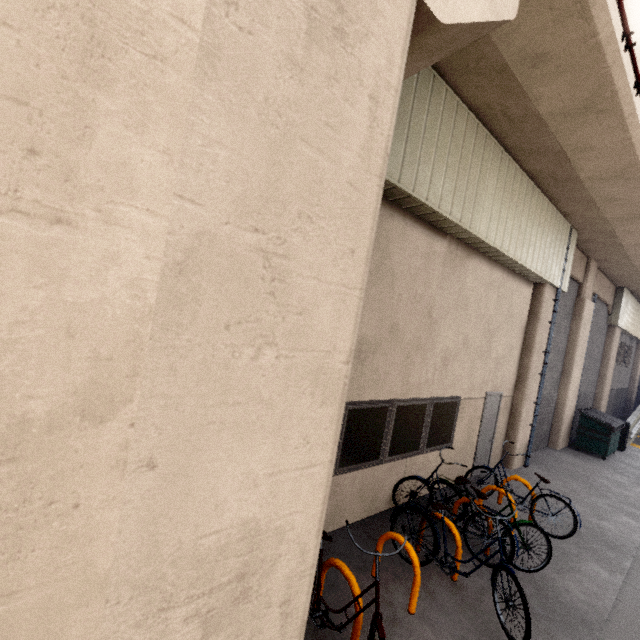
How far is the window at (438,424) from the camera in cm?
498

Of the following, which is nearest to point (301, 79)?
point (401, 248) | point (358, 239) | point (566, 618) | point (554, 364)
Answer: point (358, 239)

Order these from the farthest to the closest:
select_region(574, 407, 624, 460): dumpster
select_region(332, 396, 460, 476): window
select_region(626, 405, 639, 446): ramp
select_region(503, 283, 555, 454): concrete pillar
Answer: select_region(626, 405, 639, 446): ramp
select_region(574, 407, 624, 460): dumpster
select_region(503, 283, 555, 454): concrete pillar
select_region(332, 396, 460, 476): window

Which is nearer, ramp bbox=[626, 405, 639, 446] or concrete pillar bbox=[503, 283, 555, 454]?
concrete pillar bbox=[503, 283, 555, 454]

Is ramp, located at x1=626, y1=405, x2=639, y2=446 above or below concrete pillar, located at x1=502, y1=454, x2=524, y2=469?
above

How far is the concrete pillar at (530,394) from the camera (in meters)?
8.76

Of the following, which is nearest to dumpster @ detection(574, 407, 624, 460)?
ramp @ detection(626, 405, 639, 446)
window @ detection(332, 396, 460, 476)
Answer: ramp @ detection(626, 405, 639, 446)

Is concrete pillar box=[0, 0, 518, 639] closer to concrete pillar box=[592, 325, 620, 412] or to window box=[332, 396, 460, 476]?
window box=[332, 396, 460, 476]
